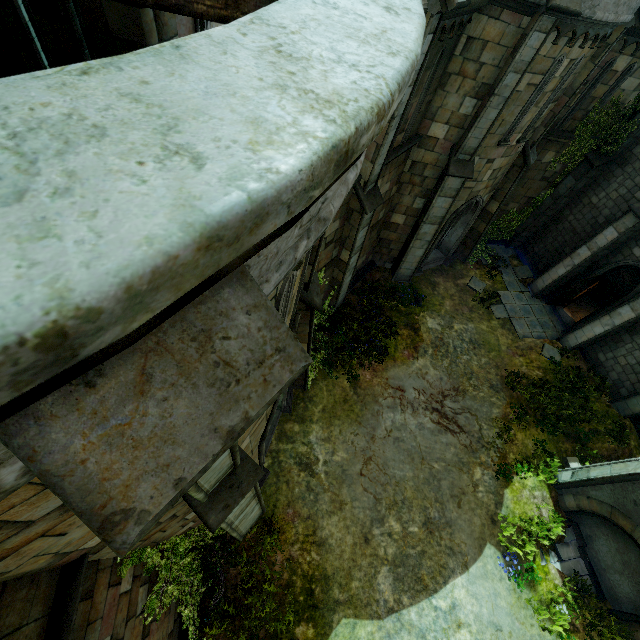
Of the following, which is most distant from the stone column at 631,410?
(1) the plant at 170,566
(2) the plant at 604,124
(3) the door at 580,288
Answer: (1) the plant at 170,566

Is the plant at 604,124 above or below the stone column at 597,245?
above

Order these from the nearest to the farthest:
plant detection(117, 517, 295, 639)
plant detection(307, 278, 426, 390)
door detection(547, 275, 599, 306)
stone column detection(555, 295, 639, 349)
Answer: plant detection(117, 517, 295, 639) → plant detection(307, 278, 426, 390) → stone column detection(555, 295, 639, 349) → door detection(547, 275, 599, 306)

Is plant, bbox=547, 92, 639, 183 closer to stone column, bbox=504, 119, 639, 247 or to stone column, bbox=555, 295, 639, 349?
stone column, bbox=504, 119, 639, 247

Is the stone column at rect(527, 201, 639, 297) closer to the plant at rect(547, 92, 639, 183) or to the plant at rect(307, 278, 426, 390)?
the plant at rect(547, 92, 639, 183)

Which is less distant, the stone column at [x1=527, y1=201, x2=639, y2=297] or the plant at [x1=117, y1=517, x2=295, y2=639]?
the plant at [x1=117, y1=517, x2=295, y2=639]

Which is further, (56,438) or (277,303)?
(277,303)

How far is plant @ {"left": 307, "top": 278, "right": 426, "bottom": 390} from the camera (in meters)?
11.91
